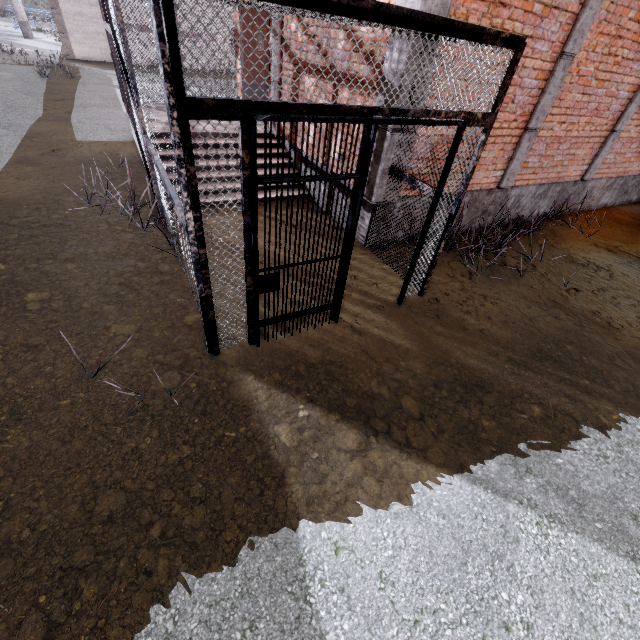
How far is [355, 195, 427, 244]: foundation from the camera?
5.23m

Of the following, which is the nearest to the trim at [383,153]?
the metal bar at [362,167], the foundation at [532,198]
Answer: the foundation at [532,198]

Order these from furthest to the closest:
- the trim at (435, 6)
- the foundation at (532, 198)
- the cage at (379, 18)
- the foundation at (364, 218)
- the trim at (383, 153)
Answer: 1. the foundation at (532, 198)
2. the foundation at (364, 218)
3. the trim at (383, 153)
4. the trim at (435, 6)
5. the cage at (379, 18)

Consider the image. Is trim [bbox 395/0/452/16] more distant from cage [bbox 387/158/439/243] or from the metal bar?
the metal bar

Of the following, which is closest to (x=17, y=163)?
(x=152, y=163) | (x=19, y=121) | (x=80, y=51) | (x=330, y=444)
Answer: (x=19, y=121)

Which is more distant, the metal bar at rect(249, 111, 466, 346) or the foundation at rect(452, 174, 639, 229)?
the foundation at rect(452, 174, 639, 229)

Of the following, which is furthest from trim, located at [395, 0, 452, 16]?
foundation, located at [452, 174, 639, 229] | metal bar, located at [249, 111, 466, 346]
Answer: metal bar, located at [249, 111, 466, 346]

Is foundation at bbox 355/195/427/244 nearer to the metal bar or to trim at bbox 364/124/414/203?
trim at bbox 364/124/414/203
